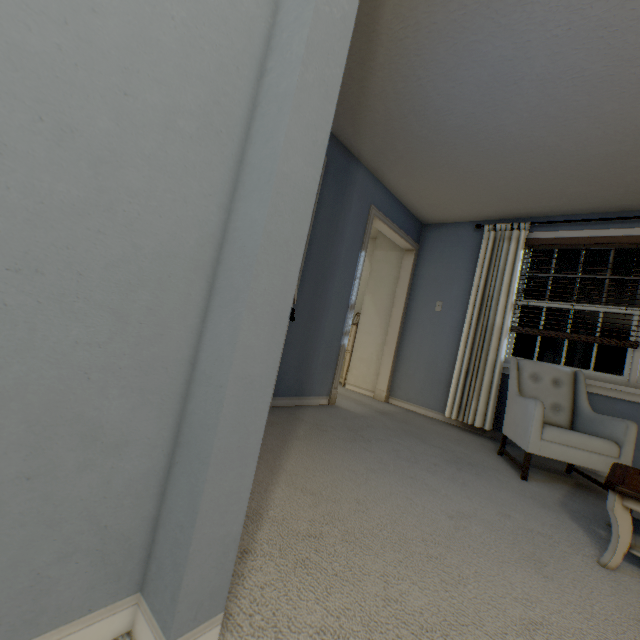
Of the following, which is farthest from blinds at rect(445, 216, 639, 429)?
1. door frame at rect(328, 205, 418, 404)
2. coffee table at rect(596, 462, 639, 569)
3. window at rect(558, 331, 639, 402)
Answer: coffee table at rect(596, 462, 639, 569)

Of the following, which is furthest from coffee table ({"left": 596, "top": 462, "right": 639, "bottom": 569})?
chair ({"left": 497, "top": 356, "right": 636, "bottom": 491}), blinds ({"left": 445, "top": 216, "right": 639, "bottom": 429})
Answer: blinds ({"left": 445, "top": 216, "right": 639, "bottom": 429})

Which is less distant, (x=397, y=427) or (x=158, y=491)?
(x=158, y=491)

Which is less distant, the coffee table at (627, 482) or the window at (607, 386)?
the coffee table at (627, 482)

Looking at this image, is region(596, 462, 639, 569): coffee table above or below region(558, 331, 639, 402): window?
below

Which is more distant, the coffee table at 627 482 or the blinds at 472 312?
the blinds at 472 312

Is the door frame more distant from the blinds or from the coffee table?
the coffee table

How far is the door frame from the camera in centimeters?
343cm
